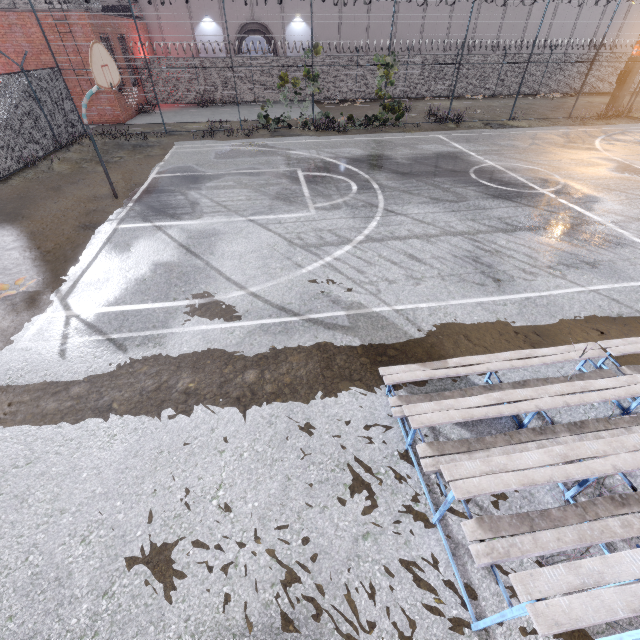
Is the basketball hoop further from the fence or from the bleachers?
the bleachers

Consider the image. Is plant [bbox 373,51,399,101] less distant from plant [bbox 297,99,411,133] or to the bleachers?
plant [bbox 297,99,411,133]

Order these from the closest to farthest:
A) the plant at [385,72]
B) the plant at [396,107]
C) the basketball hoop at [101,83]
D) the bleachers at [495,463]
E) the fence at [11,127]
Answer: the bleachers at [495,463], the basketball hoop at [101,83], the fence at [11,127], the plant at [385,72], the plant at [396,107]

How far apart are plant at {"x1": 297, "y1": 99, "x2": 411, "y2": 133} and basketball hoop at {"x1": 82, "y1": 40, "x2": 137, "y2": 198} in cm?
1149

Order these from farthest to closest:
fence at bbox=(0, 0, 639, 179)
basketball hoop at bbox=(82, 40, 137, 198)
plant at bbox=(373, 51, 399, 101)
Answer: plant at bbox=(373, 51, 399, 101) → fence at bbox=(0, 0, 639, 179) → basketball hoop at bbox=(82, 40, 137, 198)

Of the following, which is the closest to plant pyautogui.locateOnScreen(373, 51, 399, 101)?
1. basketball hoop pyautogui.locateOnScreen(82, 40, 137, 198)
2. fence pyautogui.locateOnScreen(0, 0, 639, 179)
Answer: fence pyautogui.locateOnScreen(0, 0, 639, 179)

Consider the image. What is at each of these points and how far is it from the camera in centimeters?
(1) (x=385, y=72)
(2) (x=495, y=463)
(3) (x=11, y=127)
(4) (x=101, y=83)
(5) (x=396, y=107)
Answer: (1) plant, 1684cm
(2) bleachers, 273cm
(3) fence, 1188cm
(4) basketball hoop, 790cm
(5) plant, 1794cm

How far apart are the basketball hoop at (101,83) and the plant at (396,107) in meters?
11.5
